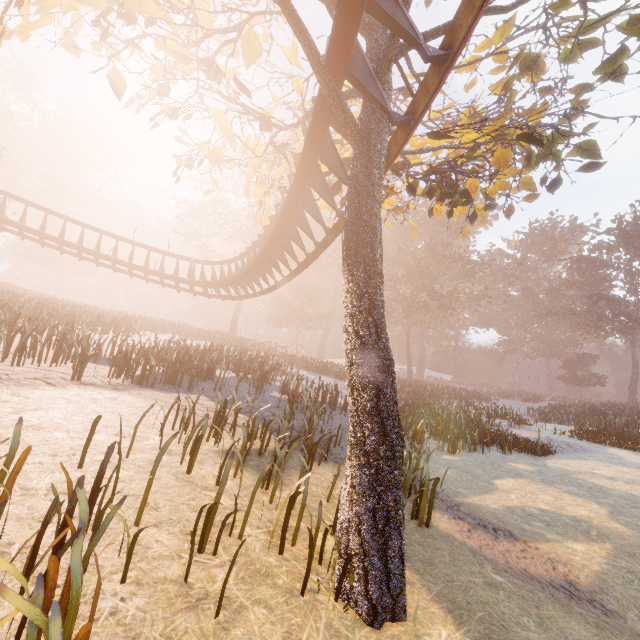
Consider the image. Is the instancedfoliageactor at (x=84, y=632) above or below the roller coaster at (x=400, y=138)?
below

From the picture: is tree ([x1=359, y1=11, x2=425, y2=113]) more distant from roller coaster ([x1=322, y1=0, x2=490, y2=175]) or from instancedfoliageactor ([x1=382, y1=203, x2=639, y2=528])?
instancedfoliageactor ([x1=382, y1=203, x2=639, y2=528])

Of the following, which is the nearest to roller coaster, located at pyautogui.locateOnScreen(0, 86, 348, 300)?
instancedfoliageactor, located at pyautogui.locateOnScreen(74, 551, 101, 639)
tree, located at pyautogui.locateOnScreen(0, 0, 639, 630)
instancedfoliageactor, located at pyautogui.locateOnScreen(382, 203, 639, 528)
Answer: tree, located at pyautogui.locateOnScreen(0, 0, 639, 630)

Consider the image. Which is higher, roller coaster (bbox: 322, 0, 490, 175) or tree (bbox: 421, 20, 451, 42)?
tree (bbox: 421, 20, 451, 42)

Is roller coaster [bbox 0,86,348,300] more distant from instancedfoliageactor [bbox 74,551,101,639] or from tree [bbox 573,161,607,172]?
instancedfoliageactor [bbox 74,551,101,639]

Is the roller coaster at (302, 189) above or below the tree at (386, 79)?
below

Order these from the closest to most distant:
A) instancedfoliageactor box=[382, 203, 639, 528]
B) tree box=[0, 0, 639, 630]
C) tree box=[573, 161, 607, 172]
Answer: tree box=[0, 0, 639, 630], tree box=[573, 161, 607, 172], instancedfoliageactor box=[382, 203, 639, 528]

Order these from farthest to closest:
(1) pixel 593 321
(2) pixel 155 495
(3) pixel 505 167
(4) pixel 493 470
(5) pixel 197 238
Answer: (1) pixel 593 321 < (5) pixel 197 238 < (4) pixel 493 470 < (3) pixel 505 167 < (2) pixel 155 495
